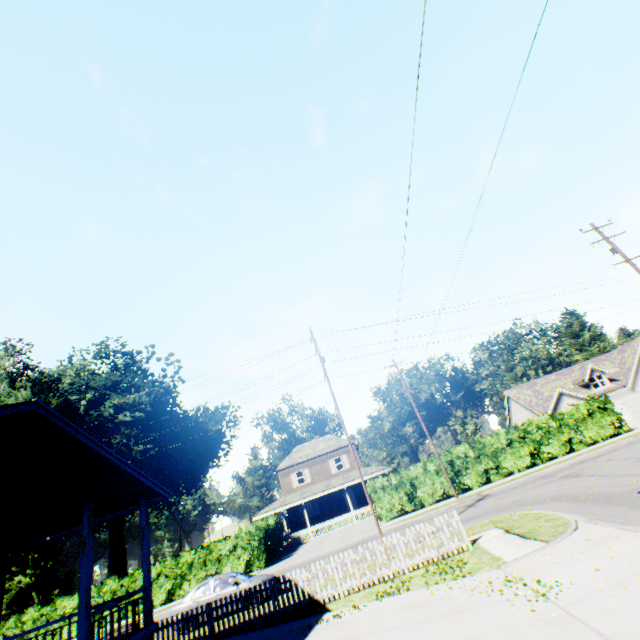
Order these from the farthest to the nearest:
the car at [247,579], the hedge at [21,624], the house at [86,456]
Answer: the hedge at [21,624] < the car at [247,579] < the house at [86,456]

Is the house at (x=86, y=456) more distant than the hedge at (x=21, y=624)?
No

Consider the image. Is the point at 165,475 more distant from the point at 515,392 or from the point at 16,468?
the point at 515,392

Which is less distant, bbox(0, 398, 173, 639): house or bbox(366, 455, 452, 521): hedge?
bbox(0, 398, 173, 639): house

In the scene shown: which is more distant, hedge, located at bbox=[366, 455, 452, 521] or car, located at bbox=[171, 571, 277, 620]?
hedge, located at bbox=[366, 455, 452, 521]

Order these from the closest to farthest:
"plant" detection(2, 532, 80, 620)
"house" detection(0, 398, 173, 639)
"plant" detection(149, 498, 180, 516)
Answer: "house" detection(0, 398, 173, 639) < "plant" detection(2, 532, 80, 620) < "plant" detection(149, 498, 180, 516)

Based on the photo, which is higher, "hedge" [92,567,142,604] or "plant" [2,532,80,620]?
"plant" [2,532,80,620]
